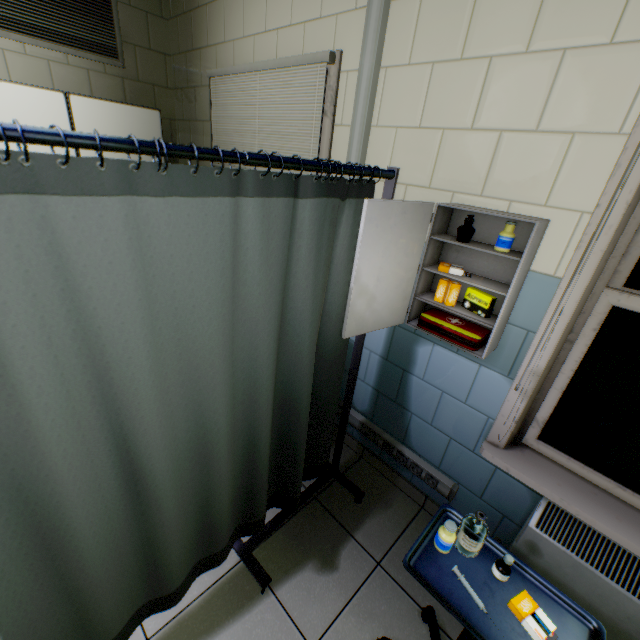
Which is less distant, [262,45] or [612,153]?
[612,153]

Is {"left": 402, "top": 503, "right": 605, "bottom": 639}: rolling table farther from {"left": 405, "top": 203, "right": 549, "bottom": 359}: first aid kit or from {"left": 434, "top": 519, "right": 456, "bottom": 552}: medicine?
{"left": 405, "top": 203, "right": 549, "bottom": 359}: first aid kit

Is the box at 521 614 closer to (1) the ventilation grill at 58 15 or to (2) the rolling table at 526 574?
(2) the rolling table at 526 574

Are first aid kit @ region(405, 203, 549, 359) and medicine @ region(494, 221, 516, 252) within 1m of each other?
yes

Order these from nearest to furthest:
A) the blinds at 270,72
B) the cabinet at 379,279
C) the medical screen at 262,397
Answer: the medical screen at 262,397
the cabinet at 379,279
the blinds at 270,72

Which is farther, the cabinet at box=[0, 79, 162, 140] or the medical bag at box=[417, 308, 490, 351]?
the cabinet at box=[0, 79, 162, 140]

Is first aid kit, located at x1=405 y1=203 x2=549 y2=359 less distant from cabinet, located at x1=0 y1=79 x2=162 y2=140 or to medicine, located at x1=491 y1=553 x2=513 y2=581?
medicine, located at x1=491 y1=553 x2=513 y2=581

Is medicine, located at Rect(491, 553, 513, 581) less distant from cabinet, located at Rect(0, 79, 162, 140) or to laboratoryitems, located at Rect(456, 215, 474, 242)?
laboratoryitems, located at Rect(456, 215, 474, 242)
